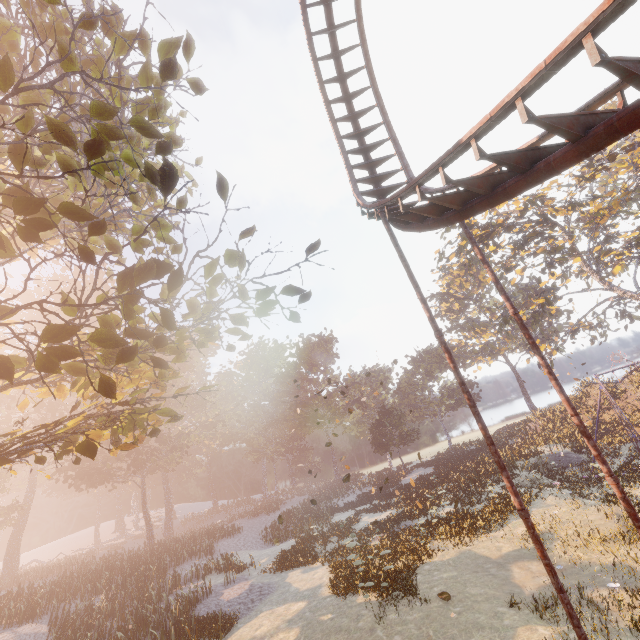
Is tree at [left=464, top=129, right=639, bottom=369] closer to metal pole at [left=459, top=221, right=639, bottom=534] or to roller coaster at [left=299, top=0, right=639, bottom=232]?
roller coaster at [left=299, top=0, right=639, bottom=232]

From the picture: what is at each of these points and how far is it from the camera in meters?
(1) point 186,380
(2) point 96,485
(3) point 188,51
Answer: (1) instancedfoliageactor, 50.0 m
(2) instancedfoliageactor, 39.4 m
(3) tree, 7.6 m

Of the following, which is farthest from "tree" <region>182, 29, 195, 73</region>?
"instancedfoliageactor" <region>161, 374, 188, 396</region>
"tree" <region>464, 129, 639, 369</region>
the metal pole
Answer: "instancedfoliageactor" <region>161, 374, 188, 396</region>

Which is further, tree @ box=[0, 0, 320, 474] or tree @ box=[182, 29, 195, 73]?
tree @ box=[182, 29, 195, 73]

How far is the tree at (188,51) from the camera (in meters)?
7.42

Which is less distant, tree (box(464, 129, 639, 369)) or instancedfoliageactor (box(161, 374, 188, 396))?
tree (box(464, 129, 639, 369))

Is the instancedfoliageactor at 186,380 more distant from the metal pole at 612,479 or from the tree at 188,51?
the metal pole at 612,479

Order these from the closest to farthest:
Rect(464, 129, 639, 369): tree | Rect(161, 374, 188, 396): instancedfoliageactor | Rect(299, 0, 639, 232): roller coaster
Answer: Rect(299, 0, 639, 232): roller coaster < Rect(464, 129, 639, 369): tree < Rect(161, 374, 188, 396): instancedfoliageactor
